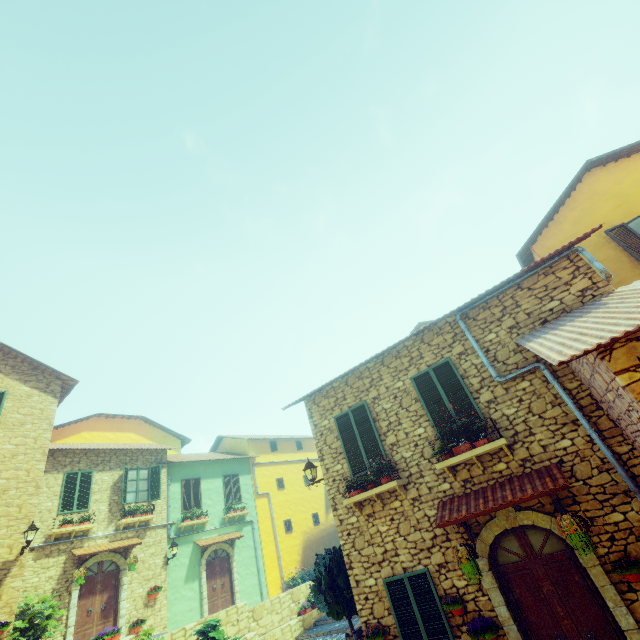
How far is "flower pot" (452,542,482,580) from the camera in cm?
575

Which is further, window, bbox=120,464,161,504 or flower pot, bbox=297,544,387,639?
window, bbox=120,464,161,504

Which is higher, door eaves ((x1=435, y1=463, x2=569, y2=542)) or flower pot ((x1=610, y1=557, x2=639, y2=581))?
door eaves ((x1=435, y1=463, x2=569, y2=542))

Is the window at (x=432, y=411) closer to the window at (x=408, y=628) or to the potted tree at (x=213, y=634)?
the window at (x=408, y=628)

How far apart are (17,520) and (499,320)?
17.2m

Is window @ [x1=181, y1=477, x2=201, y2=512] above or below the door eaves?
above

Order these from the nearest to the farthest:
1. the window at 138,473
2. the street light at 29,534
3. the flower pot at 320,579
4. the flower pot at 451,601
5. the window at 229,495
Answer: the flower pot at 451,601 → the flower pot at 320,579 → the street light at 29,534 → the window at 138,473 → the window at 229,495

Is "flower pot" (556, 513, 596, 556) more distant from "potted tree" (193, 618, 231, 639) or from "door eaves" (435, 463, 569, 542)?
"potted tree" (193, 618, 231, 639)
